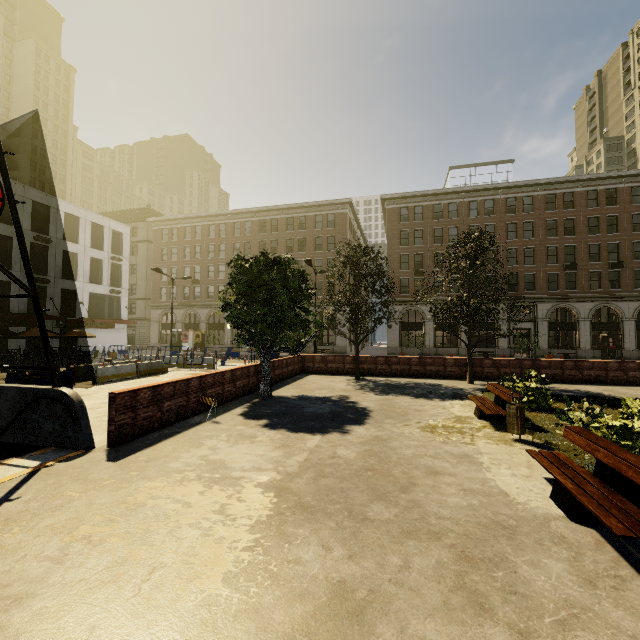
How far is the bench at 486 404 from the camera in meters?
8.9

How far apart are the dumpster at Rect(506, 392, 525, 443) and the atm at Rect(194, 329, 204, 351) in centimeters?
4243cm

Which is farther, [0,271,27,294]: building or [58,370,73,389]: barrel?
[0,271,27,294]: building

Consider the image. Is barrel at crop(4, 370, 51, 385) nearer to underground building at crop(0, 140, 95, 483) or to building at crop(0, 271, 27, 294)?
underground building at crop(0, 140, 95, 483)

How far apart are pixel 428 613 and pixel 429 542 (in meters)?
1.07

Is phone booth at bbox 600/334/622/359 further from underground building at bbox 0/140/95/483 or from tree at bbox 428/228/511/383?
underground building at bbox 0/140/95/483

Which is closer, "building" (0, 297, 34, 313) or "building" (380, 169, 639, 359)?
"building" (0, 297, 34, 313)

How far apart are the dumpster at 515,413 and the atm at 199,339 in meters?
42.4
